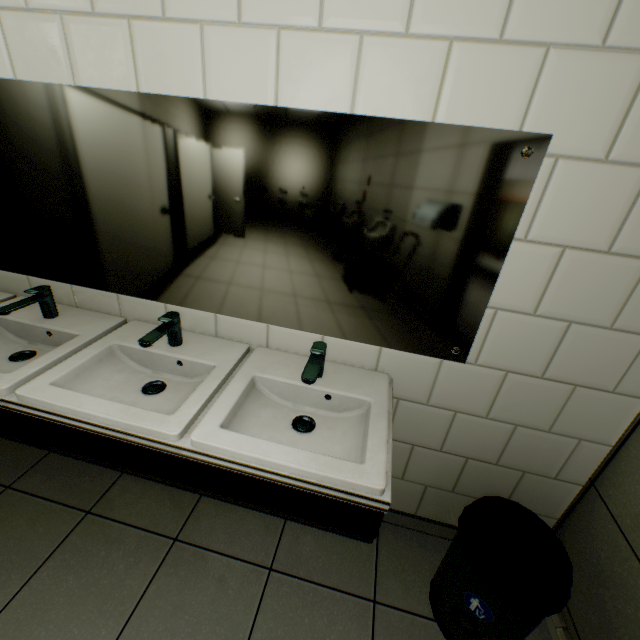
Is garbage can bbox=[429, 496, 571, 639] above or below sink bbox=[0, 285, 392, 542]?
below

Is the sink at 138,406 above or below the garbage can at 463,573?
above

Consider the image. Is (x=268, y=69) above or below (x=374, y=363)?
above
